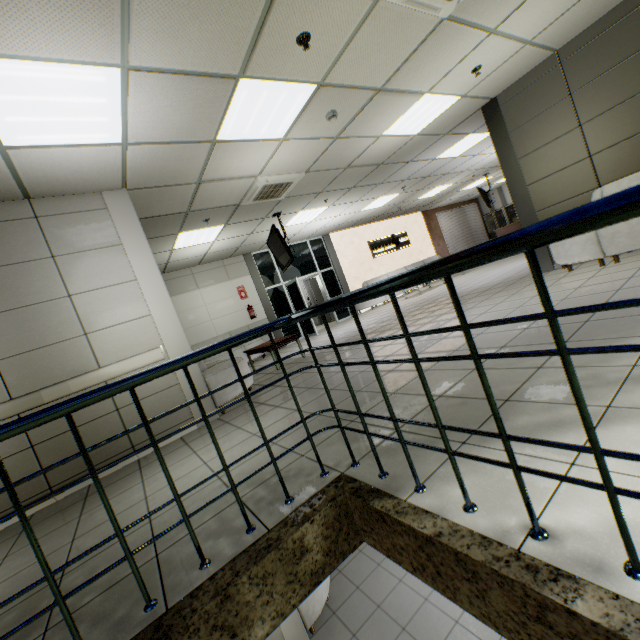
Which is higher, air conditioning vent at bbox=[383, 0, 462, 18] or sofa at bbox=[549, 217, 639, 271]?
air conditioning vent at bbox=[383, 0, 462, 18]

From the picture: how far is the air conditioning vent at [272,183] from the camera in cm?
549

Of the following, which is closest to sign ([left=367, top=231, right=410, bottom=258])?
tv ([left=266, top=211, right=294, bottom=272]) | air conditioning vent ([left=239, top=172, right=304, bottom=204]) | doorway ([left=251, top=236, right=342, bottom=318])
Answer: doorway ([left=251, top=236, right=342, bottom=318])

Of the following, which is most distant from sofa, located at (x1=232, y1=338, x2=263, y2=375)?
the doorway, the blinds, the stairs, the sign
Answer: the blinds

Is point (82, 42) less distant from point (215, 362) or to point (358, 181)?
point (215, 362)

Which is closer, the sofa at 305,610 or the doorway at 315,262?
the sofa at 305,610

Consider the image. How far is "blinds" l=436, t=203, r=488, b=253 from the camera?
16.0m

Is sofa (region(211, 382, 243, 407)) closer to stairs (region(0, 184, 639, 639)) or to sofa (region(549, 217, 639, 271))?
stairs (region(0, 184, 639, 639))
